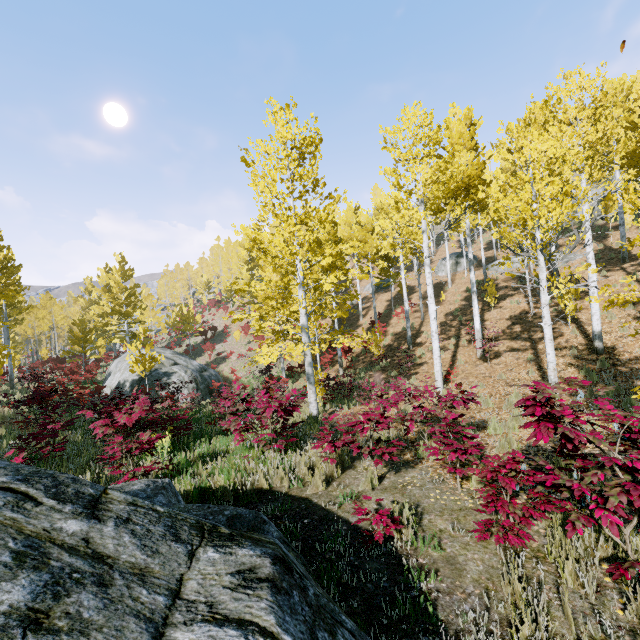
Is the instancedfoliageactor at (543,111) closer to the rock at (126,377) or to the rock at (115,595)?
the rock at (126,377)

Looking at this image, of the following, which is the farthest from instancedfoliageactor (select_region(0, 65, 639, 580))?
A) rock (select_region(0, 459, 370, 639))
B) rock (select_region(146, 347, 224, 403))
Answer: rock (select_region(0, 459, 370, 639))

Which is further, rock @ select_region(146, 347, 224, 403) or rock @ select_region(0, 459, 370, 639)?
rock @ select_region(146, 347, 224, 403)

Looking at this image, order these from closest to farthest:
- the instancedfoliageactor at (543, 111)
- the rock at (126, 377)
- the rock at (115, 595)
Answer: the rock at (115, 595)
the instancedfoliageactor at (543, 111)
the rock at (126, 377)

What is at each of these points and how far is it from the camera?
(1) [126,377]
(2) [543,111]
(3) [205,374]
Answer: (1) rock, 19.88m
(2) instancedfoliageactor, 8.40m
(3) rock, 22.61m

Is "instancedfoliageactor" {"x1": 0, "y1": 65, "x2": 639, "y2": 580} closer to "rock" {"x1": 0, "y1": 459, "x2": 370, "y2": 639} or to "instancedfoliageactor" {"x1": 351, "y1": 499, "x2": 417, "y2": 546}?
"instancedfoliageactor" {"x1": 351, "y1": 499, "x2": 417, "y2": 546}

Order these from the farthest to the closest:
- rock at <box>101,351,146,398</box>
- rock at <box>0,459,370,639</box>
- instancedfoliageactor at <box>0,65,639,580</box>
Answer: rock at <box>101,351,146,398</box>, instancedfoliageactor at <box>0,65,639,580</box>, rock at <box>0,459,370,639</box>

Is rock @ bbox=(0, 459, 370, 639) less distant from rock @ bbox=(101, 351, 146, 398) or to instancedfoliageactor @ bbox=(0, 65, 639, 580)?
instancedfoliageactor @ bbox=(0, 65, 639, 580)
